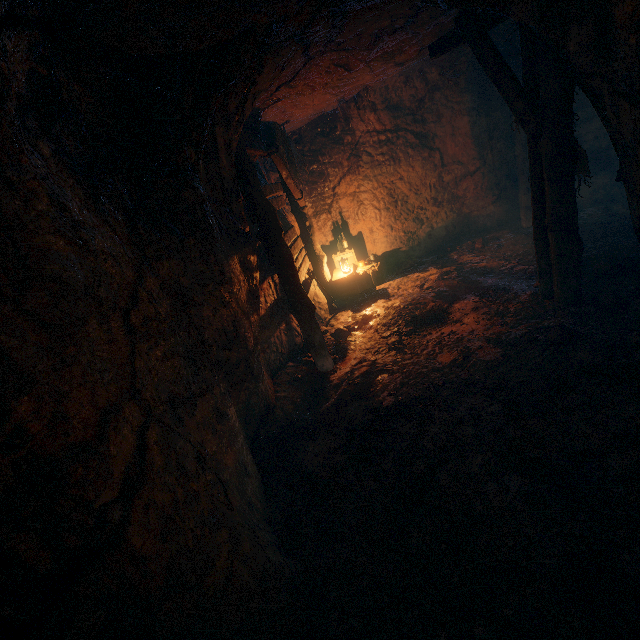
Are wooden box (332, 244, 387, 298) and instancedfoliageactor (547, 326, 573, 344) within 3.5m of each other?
no

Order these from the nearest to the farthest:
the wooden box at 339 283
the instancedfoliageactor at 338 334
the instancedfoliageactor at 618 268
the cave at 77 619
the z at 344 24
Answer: the cave at 77 619 < the z at 344 24 < the instancedfoliageactor at 618 268 < the instancedfoliageactor at 338 334 < the wooden box at 339 283

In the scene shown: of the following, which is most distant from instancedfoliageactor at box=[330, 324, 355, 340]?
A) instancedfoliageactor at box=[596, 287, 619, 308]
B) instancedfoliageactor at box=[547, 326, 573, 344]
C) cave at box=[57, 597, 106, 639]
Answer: cave at box=[57, 597, 106, 639]

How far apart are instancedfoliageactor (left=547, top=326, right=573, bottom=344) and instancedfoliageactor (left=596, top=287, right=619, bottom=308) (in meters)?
0.94

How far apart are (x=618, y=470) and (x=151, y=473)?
3.9 meters

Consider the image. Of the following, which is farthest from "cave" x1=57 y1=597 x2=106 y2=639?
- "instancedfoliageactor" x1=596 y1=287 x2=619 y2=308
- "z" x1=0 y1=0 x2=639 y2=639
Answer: "instancedfoliageactor" x1=596 y1=287 x2=619 y2=308

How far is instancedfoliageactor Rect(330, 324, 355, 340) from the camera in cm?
675

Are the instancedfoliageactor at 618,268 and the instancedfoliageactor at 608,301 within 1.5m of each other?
yes
